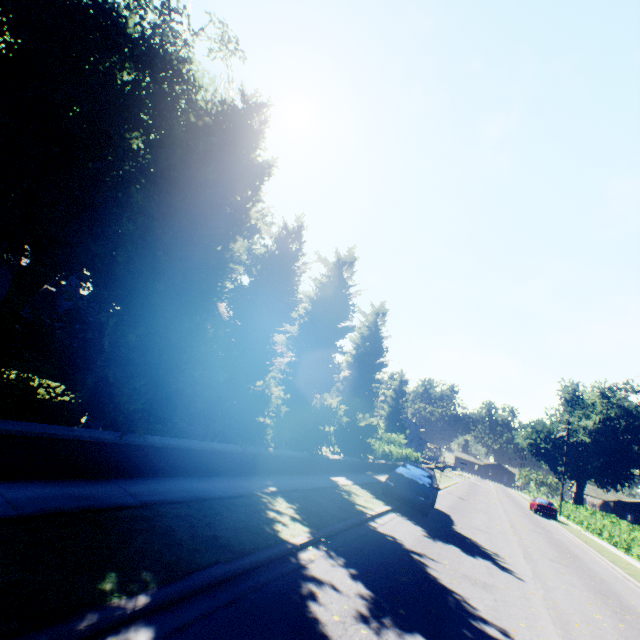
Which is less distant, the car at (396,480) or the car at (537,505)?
the car at (396,480)

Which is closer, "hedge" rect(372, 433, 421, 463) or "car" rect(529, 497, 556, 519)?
"hedge" rect(372, 433, 421, 463)

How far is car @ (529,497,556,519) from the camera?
31.4 meters

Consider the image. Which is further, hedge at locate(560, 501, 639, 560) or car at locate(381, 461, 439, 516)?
hedge at locate(560, 501, 639, 560)

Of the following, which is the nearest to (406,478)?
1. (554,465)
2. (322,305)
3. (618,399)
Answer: (322,305)

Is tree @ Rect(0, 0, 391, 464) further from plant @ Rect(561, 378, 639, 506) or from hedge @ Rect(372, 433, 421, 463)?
plant @ Rect(561, 378, 639, 506)

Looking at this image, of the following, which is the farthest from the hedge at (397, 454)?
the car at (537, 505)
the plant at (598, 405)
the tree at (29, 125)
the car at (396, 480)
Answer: the car at (396, 480)

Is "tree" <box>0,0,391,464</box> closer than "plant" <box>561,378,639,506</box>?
Yes
